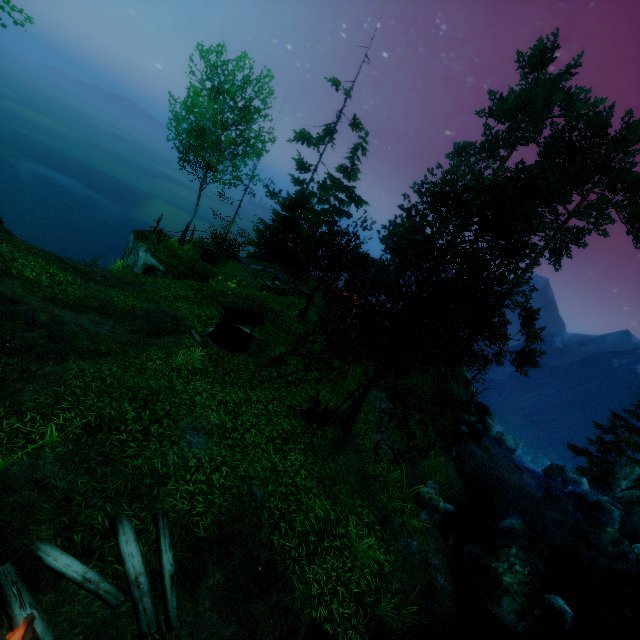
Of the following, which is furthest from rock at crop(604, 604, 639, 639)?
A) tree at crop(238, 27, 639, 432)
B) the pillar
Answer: the pillar

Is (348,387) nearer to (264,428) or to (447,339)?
(264,428)

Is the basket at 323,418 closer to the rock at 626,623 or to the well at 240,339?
the well at 240,339

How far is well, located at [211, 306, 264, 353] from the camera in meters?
12.5 m

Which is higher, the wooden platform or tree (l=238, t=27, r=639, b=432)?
tree (l=238, t=27, r=639, b=432)

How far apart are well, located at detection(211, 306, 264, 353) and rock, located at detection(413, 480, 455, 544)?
8.3 meters

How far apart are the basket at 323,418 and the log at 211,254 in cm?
1233

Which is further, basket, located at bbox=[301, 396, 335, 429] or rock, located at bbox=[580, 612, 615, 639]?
rock, located at bbox=[580, 612, 615, 639]
